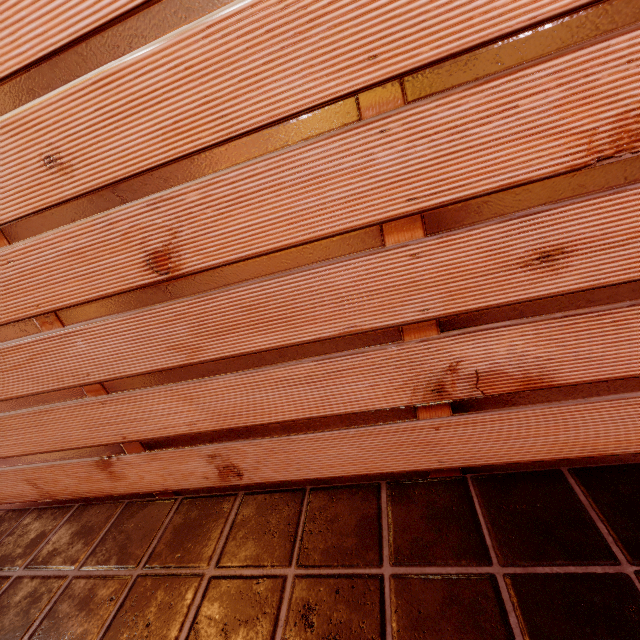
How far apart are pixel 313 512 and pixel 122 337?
1.88m
